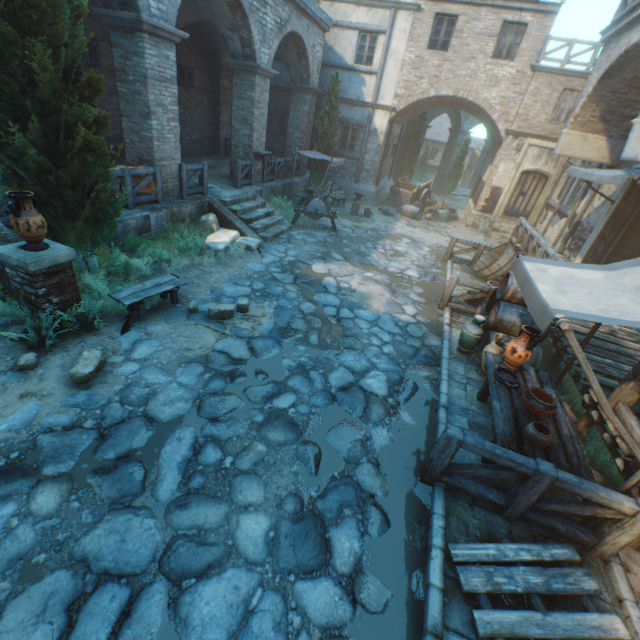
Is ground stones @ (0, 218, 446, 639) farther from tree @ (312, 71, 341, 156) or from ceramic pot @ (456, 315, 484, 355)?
tree @ (312, 71, 341, 156)

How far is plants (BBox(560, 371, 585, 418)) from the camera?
5.9 meters

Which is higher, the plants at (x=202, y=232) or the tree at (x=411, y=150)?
the tree at (x=411, y=150)

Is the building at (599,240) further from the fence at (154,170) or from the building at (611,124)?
the fence at (154,170)

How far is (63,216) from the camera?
5.62m

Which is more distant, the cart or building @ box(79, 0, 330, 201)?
the cart

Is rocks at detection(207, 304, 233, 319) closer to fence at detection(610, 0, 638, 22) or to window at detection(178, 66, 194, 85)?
fence at detection(610, 0, 638, 22)

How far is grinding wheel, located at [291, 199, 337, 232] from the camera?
12.7m
